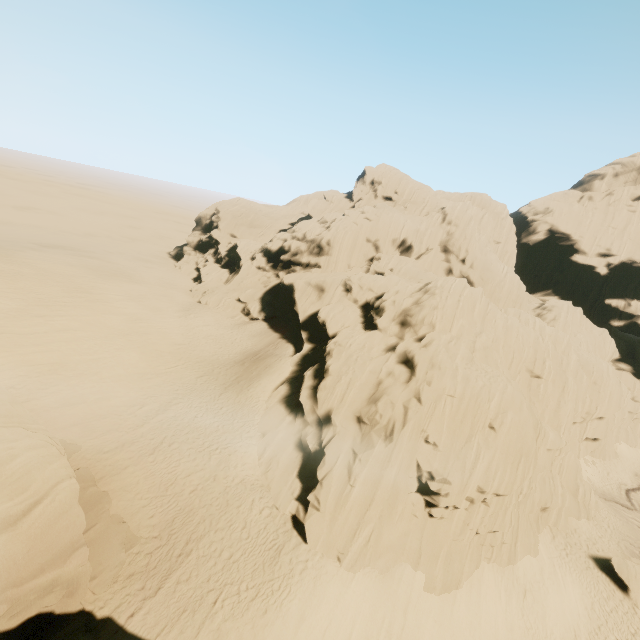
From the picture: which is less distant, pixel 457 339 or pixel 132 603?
pixel 132 603

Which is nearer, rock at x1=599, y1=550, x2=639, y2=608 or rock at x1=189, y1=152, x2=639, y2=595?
rock at x1=189, y1=152, x2=639, y2=595

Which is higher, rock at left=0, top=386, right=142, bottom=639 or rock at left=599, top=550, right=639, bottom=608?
rock at left=0, top=386, right=142, bottom=639

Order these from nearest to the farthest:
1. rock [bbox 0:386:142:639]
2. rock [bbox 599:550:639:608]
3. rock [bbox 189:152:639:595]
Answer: rock [bbox 0:386:142:639], rock [bbox 189:152:639:595], rock [bbox 599:550:639:608]

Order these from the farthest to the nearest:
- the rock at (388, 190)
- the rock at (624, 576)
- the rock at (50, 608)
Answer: the rock at (624, 576) → the rock at (388, 190) → the rock at (50, 608)

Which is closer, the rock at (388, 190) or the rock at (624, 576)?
the rock at (388, 190)

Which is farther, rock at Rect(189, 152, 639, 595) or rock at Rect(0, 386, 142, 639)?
rock at Rect(189, 152, 639, 595)
